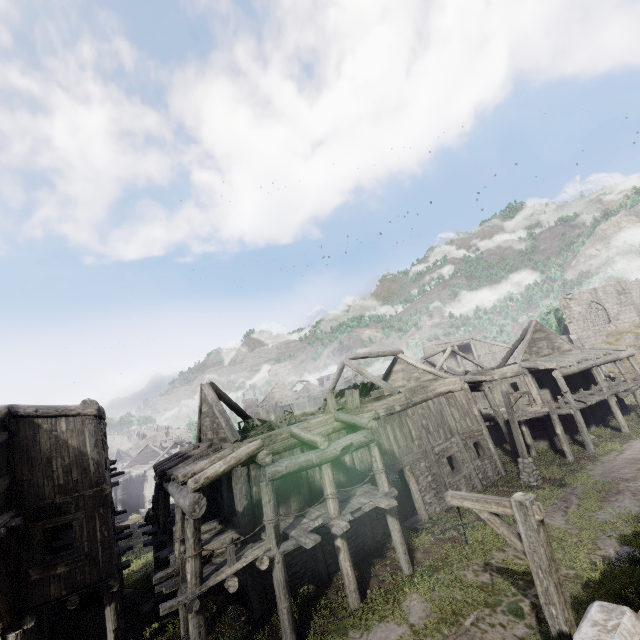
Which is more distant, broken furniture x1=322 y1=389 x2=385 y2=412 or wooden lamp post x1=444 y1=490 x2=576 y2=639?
broken furniture x1=322 y1=389 x2=385 y2=412

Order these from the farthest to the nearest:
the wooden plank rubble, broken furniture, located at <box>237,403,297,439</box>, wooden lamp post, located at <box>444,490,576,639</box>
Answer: the wooden plank rubble
broken furniture, located at <box>237,403,297,439</box>
wooden lamp post, located at <box>444,490,576,639</box>

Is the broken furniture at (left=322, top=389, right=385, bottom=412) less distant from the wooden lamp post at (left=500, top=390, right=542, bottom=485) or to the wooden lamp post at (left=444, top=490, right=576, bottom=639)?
the wooden lamp post at (left=500, top=390, right=542, bottom=485)

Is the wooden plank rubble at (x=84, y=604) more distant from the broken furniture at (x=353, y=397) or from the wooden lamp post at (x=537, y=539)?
the wooden lamp post at (x=537, y=539)

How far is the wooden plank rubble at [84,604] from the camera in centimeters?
1566cm

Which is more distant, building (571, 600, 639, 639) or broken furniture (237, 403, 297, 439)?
broken furniture (237, 403, 297, 439)

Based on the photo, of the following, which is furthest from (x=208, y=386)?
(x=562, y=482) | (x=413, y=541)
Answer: (x=562, y=482)

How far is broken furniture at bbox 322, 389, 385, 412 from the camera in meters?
15.8
